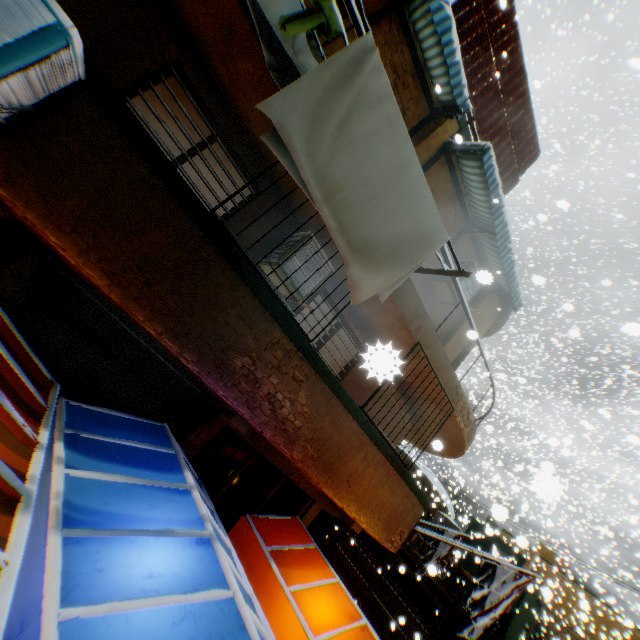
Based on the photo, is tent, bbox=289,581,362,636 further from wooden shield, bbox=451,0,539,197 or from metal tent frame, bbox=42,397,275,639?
wooden shield, bbox=451,0,539,197

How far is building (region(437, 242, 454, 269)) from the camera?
5.9 meters

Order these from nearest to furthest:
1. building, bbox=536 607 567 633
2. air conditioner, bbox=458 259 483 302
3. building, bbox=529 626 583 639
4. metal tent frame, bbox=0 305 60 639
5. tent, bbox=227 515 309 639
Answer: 1. metal tent frame, bbox=0 305 60 639
2. tent, bbox=227 515 309 639
3. air conditioner, bbox=458 259 483 302
4. building, bbox=536 607 567 633
5. building, bbox=529 626 583 639

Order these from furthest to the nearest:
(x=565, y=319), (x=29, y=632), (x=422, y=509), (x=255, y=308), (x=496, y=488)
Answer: (x=496, y=488) → (x=565, y=319) → (x=422, y=509) → (x=255, y=308) → (x=29, y=632)

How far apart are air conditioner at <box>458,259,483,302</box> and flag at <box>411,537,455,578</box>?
7.5 meters

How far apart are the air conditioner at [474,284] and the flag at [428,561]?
7.48m

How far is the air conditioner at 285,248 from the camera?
5.0m
